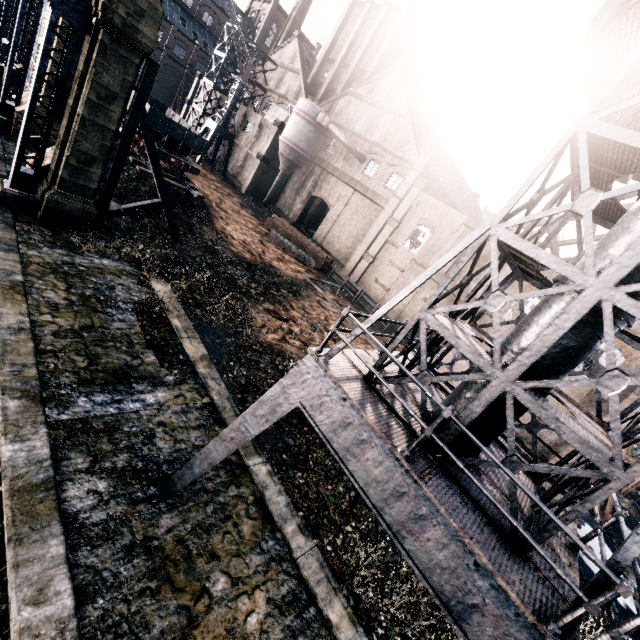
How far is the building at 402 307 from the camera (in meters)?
30.69

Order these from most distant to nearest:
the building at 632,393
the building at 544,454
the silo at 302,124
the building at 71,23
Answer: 1. the silo at 302,124
2. the building at 544,454
3. the building at 632,393
4. the building at 71,23

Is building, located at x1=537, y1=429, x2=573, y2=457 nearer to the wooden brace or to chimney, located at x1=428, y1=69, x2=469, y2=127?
the wooden brace

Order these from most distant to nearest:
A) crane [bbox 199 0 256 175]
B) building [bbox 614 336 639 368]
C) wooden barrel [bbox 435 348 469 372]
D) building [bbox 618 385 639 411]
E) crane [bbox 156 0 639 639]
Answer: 1. crane [bbox 199 0 256 175]
2. wooden barrel [bbox 435 348 469 372]
3. building [bbox 614 336 639 368]
4. building [bbox 618 385 639 411]
5. crane [bbox 156 0 639 639]

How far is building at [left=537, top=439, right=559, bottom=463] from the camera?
23.9m

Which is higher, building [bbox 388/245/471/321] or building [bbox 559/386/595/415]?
building [bbox 559/386/595/415]

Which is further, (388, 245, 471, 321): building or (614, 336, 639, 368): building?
(388, 245, 471, 321): building

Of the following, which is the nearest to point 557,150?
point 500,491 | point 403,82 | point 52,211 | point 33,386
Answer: point 500,491
